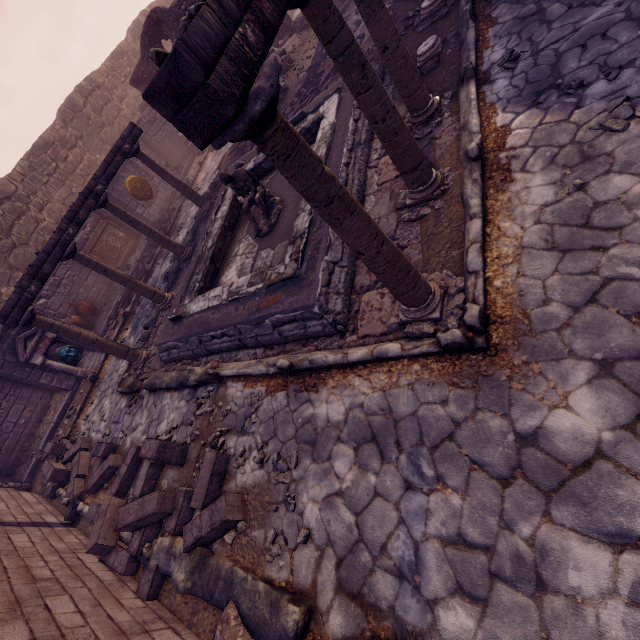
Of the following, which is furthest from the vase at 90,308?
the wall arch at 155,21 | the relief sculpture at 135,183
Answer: the wall arch at 155,21

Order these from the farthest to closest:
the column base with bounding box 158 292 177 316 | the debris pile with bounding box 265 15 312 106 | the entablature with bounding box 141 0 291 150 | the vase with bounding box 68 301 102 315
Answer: the vase with bounding box 68 301 102 315
the debris pile with bounding box 265 15 312 106
the column base with bounding box 158 292 177 316
the entablature with bounding box 141 0 291 150

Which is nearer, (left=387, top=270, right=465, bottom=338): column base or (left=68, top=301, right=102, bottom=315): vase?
(left=387, top=270, right=465, bottom=338): column base

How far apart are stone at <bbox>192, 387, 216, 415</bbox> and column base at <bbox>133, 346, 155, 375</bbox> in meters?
2.8 m

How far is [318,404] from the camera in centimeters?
382cm

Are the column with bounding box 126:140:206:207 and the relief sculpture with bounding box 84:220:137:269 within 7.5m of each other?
yes

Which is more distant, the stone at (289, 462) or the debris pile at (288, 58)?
the debris pile at (288, 58)

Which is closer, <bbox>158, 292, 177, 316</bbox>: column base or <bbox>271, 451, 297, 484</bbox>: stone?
<bbox>271, 451, 297, 484</bbox>: stone
